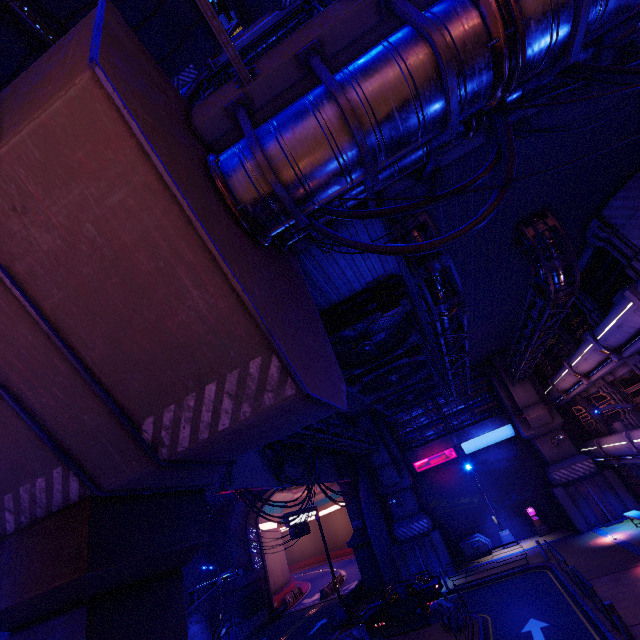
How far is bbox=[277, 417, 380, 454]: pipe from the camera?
15.52m

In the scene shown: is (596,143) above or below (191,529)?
above

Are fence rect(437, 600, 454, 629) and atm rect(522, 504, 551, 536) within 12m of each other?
no

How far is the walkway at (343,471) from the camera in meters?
23.5 m

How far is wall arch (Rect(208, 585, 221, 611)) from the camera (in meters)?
31.03

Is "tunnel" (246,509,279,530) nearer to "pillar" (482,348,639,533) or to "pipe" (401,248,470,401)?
"pipe" (401,248,470,401)

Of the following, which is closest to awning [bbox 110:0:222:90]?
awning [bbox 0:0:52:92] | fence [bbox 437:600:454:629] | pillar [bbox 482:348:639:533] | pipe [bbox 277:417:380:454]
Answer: awning [bbox 0:0:52:92]

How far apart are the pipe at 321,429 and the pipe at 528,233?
11.7m
